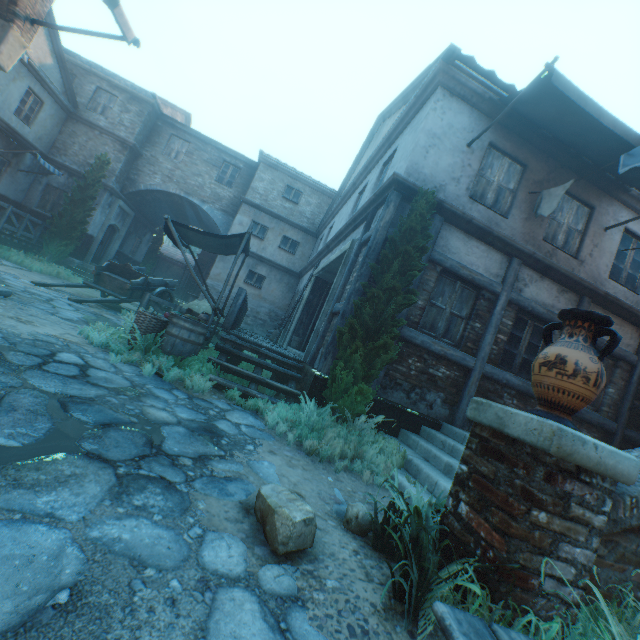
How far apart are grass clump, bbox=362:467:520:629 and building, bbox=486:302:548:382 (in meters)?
4.67

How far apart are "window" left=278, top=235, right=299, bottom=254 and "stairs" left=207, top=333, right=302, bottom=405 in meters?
11.5 m

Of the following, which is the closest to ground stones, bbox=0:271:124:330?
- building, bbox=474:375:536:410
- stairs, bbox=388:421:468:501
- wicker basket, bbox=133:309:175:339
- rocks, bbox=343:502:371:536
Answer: wicker basket, bbox=133:309:175:339

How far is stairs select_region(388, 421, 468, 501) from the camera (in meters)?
4.12

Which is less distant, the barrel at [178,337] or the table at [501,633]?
the table at [501,633]

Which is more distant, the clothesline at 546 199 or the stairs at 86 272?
the stairs at 86 272

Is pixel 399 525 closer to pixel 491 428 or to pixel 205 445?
pixel 491 428

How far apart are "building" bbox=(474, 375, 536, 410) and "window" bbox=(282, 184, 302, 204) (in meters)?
14.35
